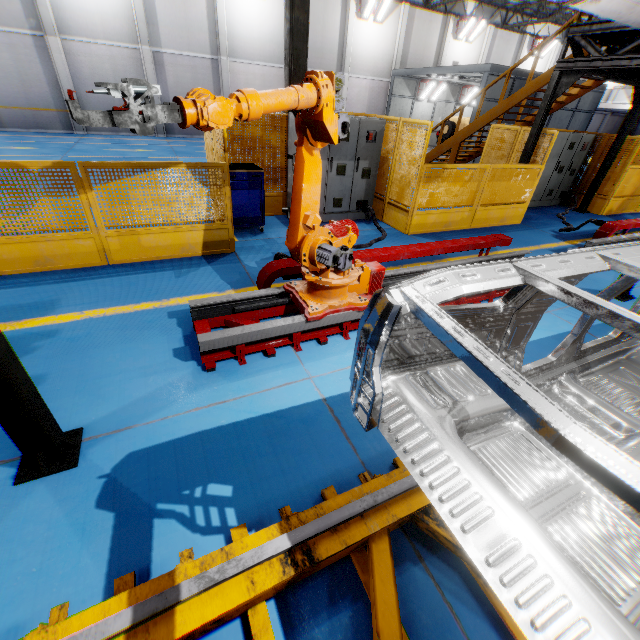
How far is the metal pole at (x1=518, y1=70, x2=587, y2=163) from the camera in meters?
7.2 m

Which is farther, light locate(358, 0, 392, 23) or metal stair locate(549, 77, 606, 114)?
light locate(358, 0, 392, 23)

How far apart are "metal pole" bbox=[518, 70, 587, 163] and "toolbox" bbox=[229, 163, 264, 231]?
6.8m

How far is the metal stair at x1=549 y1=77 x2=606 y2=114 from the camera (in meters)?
9.58

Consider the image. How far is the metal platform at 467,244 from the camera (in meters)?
4.73

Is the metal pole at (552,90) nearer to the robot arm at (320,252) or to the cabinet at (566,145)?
the cabinet at (566,145)

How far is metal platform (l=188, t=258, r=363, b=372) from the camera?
3.31m

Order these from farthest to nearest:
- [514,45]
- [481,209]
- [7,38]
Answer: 1. [514,45]
2. [7,38]
3. [481,209]
